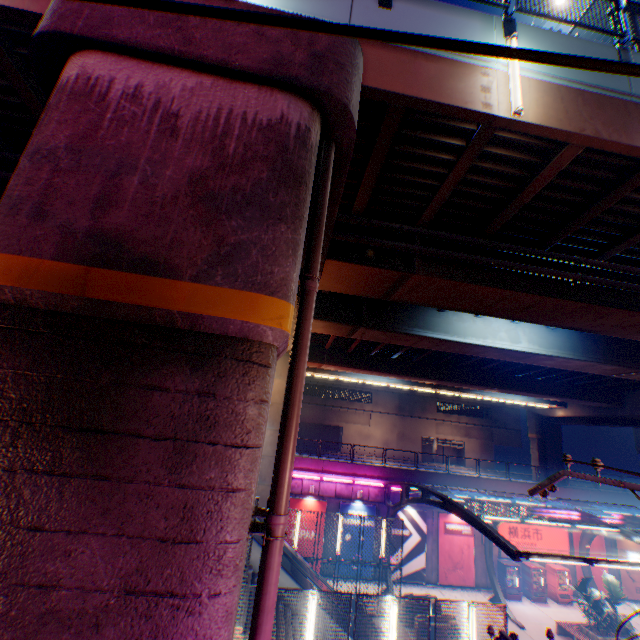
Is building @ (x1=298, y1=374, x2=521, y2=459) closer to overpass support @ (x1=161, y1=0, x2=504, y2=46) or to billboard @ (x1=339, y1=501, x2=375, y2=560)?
overpass support @ (x1=161, y1=0, x2=504, y2=46)

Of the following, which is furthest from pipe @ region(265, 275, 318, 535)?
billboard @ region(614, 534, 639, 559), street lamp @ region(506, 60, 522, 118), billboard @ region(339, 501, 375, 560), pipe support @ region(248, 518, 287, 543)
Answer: billboard @ region(614, 534, 639, 559)

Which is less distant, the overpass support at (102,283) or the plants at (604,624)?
the overpass support at (102,283)

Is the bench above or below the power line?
below

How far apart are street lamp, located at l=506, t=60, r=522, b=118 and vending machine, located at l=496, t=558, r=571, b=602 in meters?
28.2

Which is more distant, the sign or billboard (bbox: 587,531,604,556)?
billboard (bbox: 587,531,604,556)

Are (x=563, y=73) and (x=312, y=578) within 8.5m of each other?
no

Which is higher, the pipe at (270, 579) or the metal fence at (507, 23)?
the metal fence at (507, 23)
